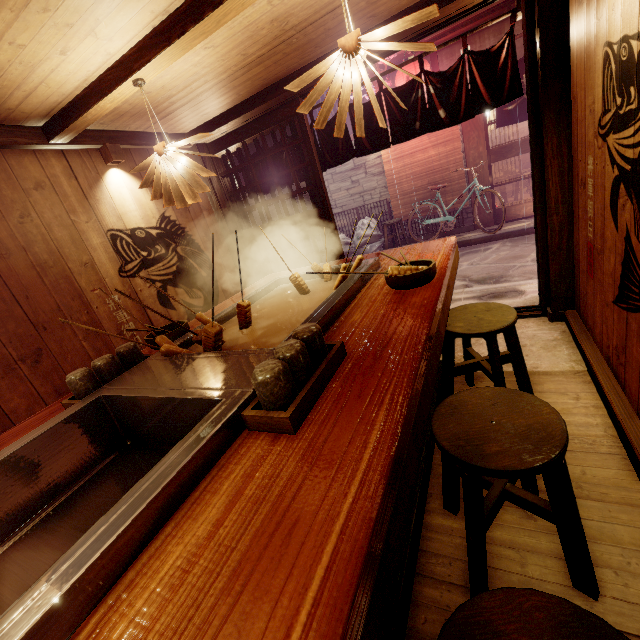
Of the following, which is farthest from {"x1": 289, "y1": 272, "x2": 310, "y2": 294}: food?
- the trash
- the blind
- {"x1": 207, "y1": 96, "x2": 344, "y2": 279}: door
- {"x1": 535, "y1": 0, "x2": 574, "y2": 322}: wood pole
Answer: the blind

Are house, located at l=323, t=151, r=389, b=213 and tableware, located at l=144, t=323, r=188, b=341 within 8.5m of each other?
no

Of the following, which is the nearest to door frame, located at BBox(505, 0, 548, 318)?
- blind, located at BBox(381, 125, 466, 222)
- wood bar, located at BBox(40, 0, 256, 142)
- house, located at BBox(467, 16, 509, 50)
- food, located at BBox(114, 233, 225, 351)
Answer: wood bar, located at BBox(40, 0, 256, 142)

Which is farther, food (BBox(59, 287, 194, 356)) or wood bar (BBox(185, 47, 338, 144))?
wood bar (BBox(185, 47, 338, 144))

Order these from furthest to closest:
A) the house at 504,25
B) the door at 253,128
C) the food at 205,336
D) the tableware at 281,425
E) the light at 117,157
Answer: the house at 504,25 → the door at 253,128 → the light at 117,157 → the food at 205,336 → the tableware at 281,425

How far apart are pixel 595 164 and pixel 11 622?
5.8m

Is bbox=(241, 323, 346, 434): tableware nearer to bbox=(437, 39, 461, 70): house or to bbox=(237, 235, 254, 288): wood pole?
bbox=(237, 235, 254, 288): wood pole

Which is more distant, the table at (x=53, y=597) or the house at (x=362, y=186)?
the house at (x=362, y=186)
